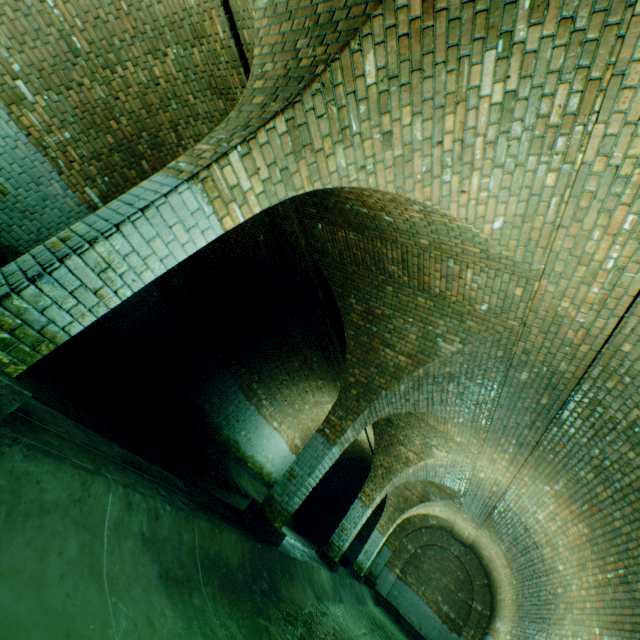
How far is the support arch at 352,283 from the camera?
5.3m

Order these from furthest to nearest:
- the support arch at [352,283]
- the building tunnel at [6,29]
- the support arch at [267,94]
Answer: the support arch at [352,283] < the building tunnel at [6,29] < the support arch at [267,94]

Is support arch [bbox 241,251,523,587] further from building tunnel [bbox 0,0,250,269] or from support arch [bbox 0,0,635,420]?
support arch [bbox 0,0,635,420]

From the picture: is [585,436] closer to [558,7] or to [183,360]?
[558,7]

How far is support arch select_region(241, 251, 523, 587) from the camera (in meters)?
5.29
